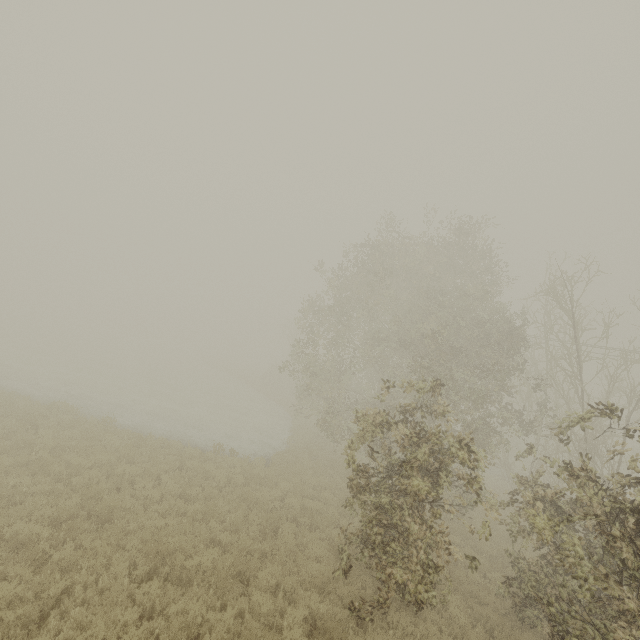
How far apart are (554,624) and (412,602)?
4.16m
